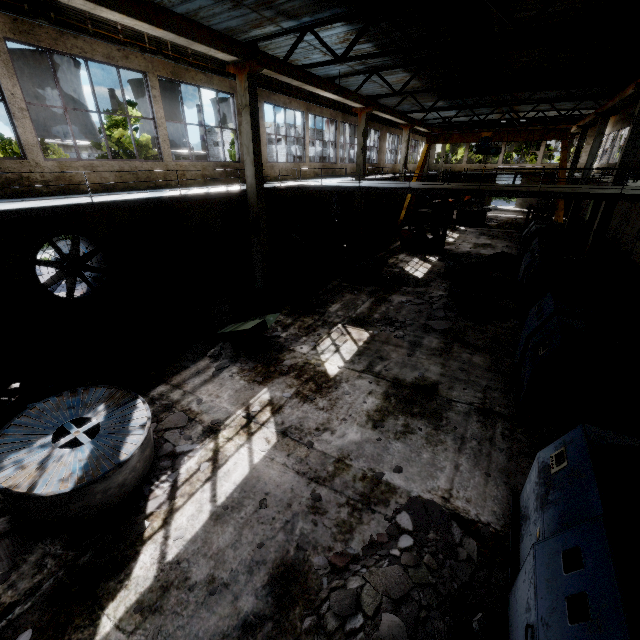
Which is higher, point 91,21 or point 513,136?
point 91,21

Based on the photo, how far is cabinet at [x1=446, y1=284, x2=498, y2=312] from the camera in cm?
1160

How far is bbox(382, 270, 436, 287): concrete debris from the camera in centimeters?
1418cm

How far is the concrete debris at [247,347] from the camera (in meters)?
8.55

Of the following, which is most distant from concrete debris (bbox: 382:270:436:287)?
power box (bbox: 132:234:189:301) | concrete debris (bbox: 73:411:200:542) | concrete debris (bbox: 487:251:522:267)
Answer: power box (bbox: 132:234:189:301)

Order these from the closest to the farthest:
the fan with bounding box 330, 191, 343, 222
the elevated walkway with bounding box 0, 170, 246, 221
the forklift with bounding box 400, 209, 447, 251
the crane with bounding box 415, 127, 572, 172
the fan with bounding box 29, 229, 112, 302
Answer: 1. the elevated walkway with bounding box 0, 170, 246, 221
2. the fan with bounding box 29, 229, 112, 302
3. the forklift with bounding box 400, 209, 447, 251
4. the crane with bounding box 415, 127, 572, 172
5. the fan with bounding box 330, 191, 343, 222

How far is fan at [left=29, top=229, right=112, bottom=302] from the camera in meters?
9.1

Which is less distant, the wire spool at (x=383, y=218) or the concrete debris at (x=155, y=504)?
the concrete debris at (x=155, y=504)
